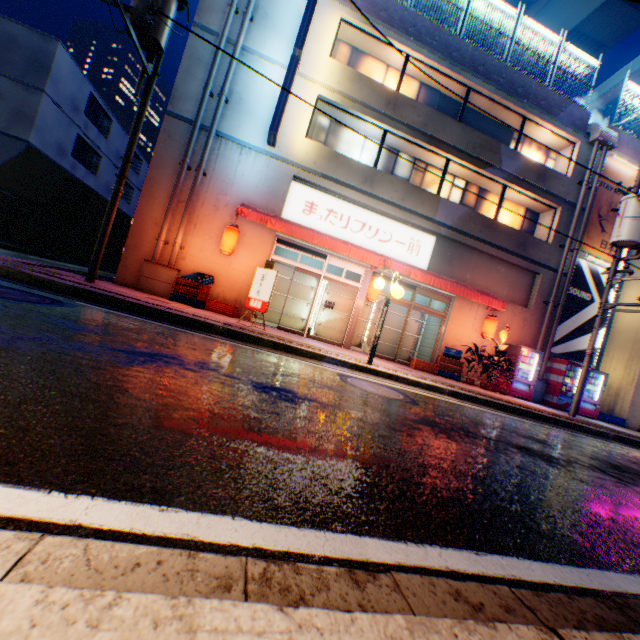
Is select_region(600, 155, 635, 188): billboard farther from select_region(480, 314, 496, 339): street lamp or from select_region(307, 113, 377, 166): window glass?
select_region(480, 314, 496, 339): street lamp

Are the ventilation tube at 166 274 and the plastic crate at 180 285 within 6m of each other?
yes

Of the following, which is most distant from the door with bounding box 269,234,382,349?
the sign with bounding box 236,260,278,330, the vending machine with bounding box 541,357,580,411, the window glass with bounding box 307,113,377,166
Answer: the vending machine with bounding box 541,357,580,411

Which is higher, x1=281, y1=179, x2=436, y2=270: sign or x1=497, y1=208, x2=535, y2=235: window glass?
x1=497, y1=208, x2=535, y2=235: window glass

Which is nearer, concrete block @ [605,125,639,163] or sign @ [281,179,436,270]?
sign @ [281,179,436,270]

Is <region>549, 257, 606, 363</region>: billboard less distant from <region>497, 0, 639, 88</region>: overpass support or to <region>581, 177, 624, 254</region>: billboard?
<region>581, 177, 624, 254</region>: billboard

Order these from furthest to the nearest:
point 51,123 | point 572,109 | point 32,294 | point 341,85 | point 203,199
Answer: point 51,123
point 572,109
point 341,85
point 203,199
point 32,294

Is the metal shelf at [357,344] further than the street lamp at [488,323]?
Yes
